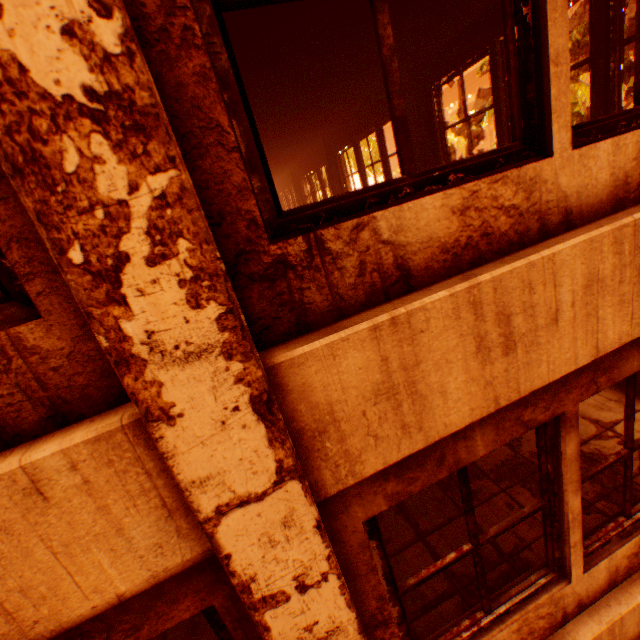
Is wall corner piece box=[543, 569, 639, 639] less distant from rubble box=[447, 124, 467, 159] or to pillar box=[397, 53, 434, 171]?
pillar box=[397, 53, 434, 171]

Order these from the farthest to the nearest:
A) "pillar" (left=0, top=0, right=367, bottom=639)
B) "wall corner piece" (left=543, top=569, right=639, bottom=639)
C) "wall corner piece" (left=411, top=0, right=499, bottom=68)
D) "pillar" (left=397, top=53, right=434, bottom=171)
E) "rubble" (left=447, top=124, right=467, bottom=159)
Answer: "rubble" (left=447, top=124, right=467, bottom=159), "pillar" (left=397, top=53, right=434, bottom=171), "wall corner piece" (left=411, top=0, right=499, bottom=68), "wall corner piece" (left=543, top=569, right=639, bottom=639), "pillar" (left=0, top=0, right=367, bottom=639)

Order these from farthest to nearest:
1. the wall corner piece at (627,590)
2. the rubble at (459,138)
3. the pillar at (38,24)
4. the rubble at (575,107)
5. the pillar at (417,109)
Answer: the rubble at (459,138)
the rubble at (575,107)
the pillar at (417,109)
the wall corner piece at (627,590)
the pillar at (38,24)

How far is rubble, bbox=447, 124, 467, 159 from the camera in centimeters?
5231cm

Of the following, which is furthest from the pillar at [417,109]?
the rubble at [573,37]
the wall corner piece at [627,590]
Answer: the rubble at [573,37]

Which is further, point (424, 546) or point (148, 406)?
point (424, 546)
